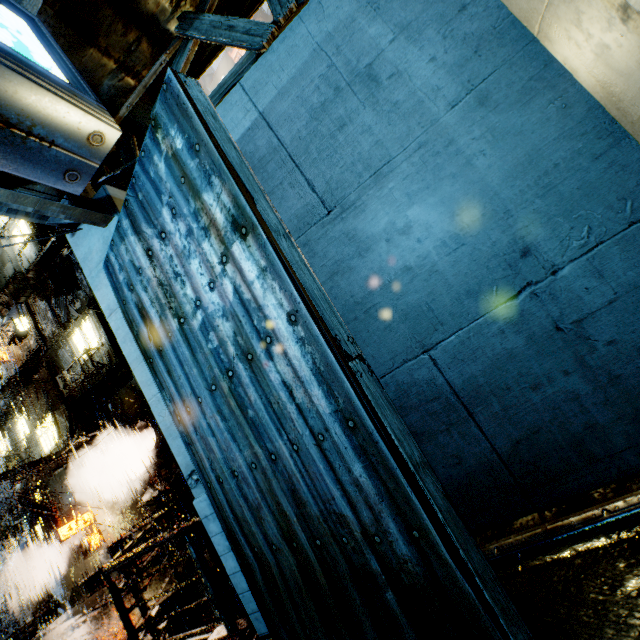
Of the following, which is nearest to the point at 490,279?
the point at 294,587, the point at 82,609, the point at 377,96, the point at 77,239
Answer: the point at 377,96

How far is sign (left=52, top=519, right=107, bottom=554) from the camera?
17.5 meters

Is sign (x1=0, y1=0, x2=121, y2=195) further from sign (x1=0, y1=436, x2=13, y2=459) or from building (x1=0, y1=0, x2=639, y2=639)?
sign (x1=0, y1=436, x2=13, y2=459)

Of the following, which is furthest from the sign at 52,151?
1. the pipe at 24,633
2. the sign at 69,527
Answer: the pipe at 24,633

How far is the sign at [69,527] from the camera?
17.5m

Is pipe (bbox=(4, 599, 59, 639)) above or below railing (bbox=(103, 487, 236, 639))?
below

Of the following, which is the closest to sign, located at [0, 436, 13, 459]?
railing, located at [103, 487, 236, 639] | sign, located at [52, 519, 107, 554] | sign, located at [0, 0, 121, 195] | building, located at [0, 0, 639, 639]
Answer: building, located at [0, 0, 639, 639]

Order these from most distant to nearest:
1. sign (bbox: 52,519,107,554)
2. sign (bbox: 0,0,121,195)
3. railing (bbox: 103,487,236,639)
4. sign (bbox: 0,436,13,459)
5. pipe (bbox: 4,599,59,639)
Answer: sign (bbox: 0,436,13,459), pipe (bbox: 4,599,59,639), sign (bbox: 52,519,107,554), railing (bbox: 103,487,236,639), sign (bbox: 0,0,121,195)
